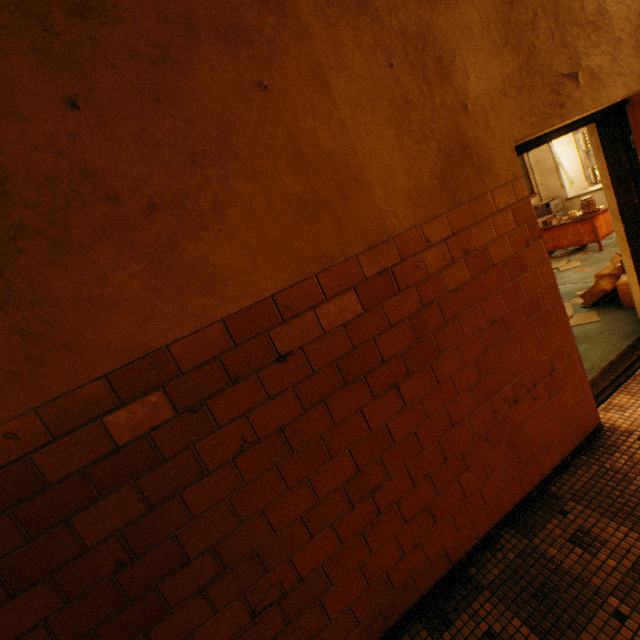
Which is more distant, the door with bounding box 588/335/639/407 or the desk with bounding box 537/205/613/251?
the desk with bounding box 537/205/613/251

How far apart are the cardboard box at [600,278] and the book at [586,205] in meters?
2.1

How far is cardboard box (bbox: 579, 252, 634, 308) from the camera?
3.8m

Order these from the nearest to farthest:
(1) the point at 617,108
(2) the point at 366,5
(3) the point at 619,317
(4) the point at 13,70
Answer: (4) the point at 13,70 < (2) the point at 366,5 < (1) the point at 617,108 < (3) the point at 619,317

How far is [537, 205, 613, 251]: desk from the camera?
6.00m

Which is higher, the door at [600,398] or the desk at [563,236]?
the desk at [563,236]

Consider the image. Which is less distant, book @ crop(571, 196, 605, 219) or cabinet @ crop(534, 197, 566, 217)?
book @ crop(571, 196, 605, 219)

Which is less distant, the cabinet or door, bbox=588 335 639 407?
door, bbox=588 335 639 407
